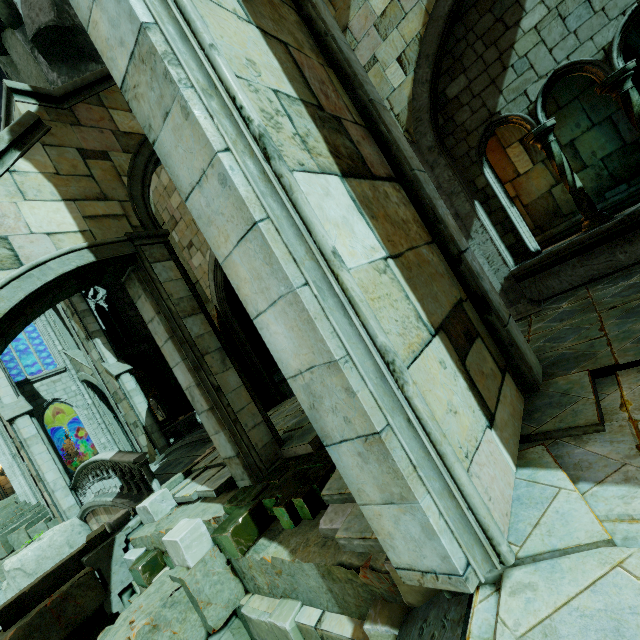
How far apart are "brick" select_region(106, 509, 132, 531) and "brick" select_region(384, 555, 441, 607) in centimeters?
737cm

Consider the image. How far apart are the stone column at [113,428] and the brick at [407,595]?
22.6 meters

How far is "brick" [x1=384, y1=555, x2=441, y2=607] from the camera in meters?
2.3 m

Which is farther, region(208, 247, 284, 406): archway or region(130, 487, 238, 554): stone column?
region(208, 247, 284, 406): archway

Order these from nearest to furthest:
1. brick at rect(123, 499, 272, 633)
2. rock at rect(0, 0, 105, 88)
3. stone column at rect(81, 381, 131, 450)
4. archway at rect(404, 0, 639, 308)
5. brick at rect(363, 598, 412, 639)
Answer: brick at rect(363, 598, 412, 639), brick at rect(123, 499, 272, 633), archway at rect(404, 0, 639, 308), rock at rect(0, 0, 105, 88), stone column at rect(81, 381, 131, 450)

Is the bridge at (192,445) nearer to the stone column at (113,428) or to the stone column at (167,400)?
the stone column at (113,428)

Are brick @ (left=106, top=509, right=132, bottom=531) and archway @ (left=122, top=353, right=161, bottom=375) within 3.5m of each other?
no

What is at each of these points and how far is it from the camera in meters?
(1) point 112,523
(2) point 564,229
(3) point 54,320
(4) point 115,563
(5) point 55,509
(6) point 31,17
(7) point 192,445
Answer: (1) brick, 7.2
(2) wall trim, 7.8
(3) stone column, 20.4
(4) wall trim, 6.7
(5) buttress, 13.8
(6) rock, 8.6
(7) bridge, 12.9
